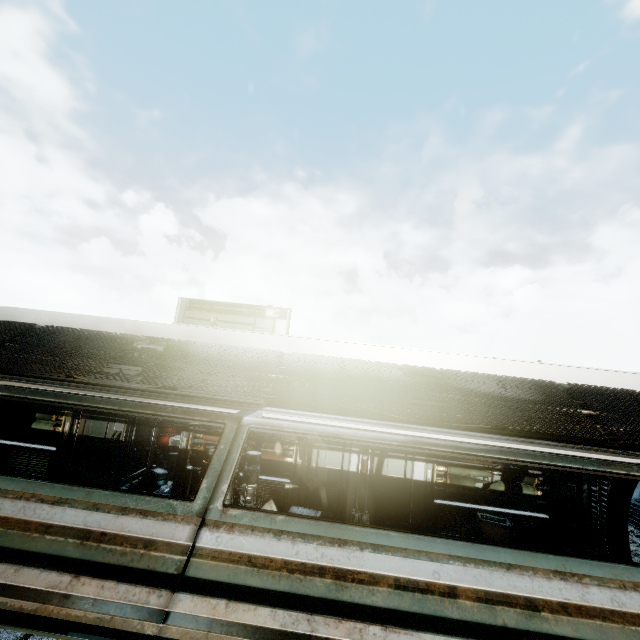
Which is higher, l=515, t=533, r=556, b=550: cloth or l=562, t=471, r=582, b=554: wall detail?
l=562, t=471, r=582, b=554: wall detail

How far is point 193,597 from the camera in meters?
1.7

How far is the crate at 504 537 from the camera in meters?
7.9

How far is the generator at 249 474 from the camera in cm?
777

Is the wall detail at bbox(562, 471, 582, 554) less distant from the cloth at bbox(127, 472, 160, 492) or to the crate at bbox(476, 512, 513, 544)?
the crate at bbox(476, 512, 513, 544)

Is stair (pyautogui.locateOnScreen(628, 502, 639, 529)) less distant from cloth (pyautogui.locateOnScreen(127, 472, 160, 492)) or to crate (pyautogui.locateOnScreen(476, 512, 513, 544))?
crate (pyautogui.locateOnScreen(476, 512, 513, 544))

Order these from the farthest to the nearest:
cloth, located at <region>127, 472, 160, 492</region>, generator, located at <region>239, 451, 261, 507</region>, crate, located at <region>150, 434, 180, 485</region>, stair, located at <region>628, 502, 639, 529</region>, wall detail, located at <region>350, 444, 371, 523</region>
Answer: stair, located at <region>628, 502, 639, 529</region> → crate, located at <region>150, 434, 180, 485</region> → cloth, located at <region>127, 472, 160, 492</region> → wall detail, located at <region>350, 444, 371, 523</region> → generator, located at <region>239, 451, 261, 507</region>

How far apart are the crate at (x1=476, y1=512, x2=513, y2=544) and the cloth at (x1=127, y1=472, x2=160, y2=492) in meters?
9.1 m
